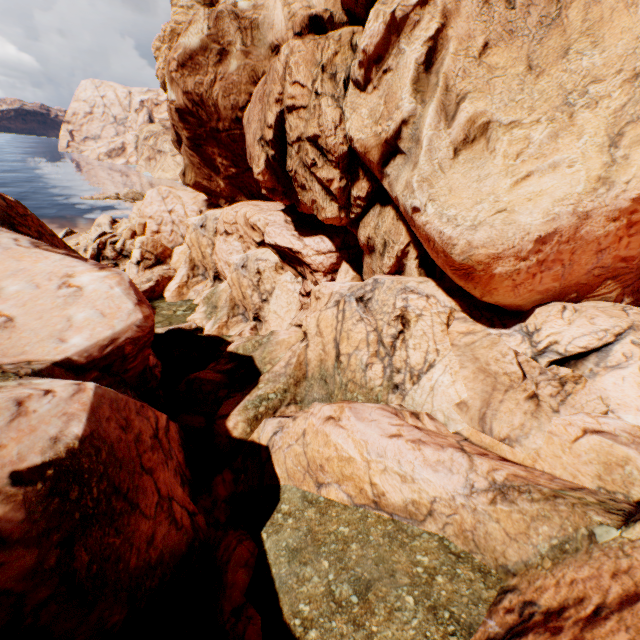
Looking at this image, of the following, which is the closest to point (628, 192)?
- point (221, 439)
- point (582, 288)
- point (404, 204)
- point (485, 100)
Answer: point (582, 288)
